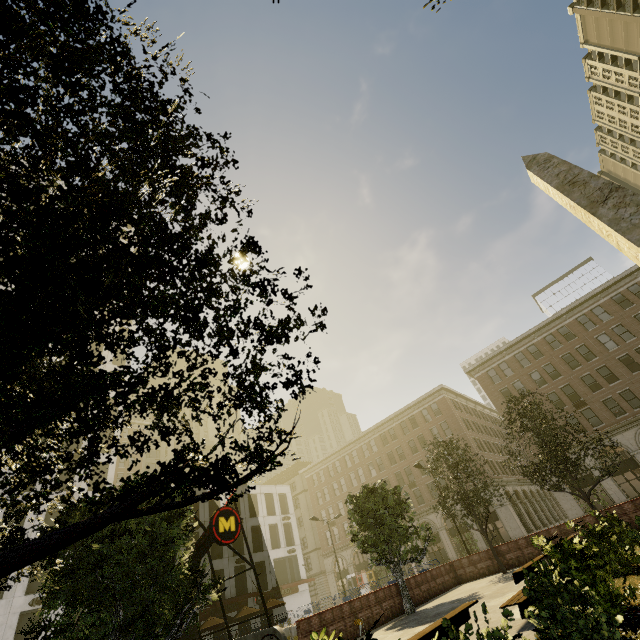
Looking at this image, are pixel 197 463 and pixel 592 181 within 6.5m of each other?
no

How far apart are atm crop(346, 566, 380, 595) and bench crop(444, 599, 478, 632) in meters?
49.2

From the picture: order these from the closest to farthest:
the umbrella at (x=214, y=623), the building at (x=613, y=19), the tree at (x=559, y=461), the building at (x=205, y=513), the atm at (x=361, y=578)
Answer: the tree at (x=559, y=461)
the umbrella at (x=214, y=623)
the building at (x=205, y=513)
the atm at (x=361, y=578)
the building at (x=613, y=19)

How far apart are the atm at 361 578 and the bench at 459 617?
49.23m

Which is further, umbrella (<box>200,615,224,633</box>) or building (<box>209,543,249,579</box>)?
building (<box>209,543,249,579</box>)

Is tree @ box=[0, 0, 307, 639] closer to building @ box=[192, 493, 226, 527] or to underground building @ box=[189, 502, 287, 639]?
underground building @ box=[189, 502, 287, 639]

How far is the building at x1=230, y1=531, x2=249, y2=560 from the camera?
39.8m

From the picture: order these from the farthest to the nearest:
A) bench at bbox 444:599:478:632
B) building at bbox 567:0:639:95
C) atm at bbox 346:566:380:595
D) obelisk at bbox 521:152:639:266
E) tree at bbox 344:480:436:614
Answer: building at bbox 567:0:639:95 → atm at bbox 346:566:380:595 → tree at bbox 344:480:436:614 → obelisk at bbox 521:152:639:266 → bench at bbox 444:599:478:632
